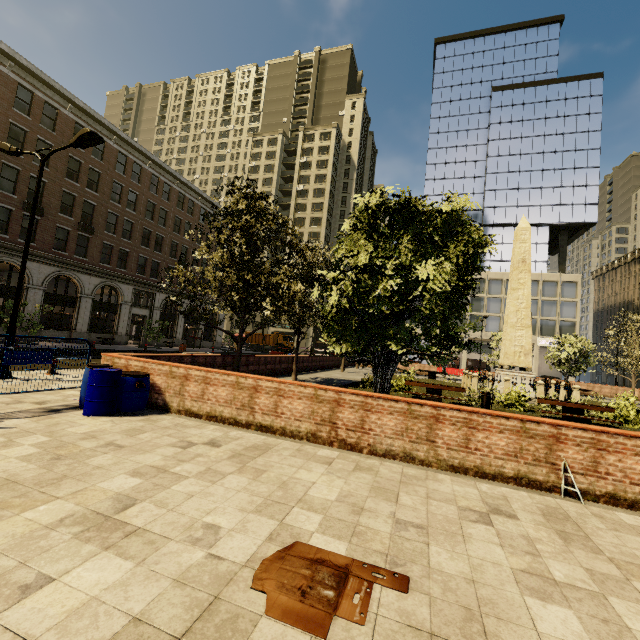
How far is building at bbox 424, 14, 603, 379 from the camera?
50.0m

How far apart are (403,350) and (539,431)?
2.74m

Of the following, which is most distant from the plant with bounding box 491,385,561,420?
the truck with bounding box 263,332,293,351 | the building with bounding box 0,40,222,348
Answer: the building with bounding box 0,40,222,348

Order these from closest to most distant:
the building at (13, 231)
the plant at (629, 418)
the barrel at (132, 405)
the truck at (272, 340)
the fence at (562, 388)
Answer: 1. the barrel at (132, 405)
2. the plant at (629, 418)
3. the fence at (562, 388)
4. the building at (13, 231)
5. the truck at (272, 340)

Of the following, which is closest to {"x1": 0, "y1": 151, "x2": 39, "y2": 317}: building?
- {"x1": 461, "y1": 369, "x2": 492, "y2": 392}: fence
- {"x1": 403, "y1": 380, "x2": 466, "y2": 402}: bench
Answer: {"x1": 403, "y1": 380, "x2": 466, "y2": 402}: bench

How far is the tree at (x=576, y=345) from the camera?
29.4m

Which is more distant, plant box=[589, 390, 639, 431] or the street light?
Result: plant box=[589, 390, 639, 431]

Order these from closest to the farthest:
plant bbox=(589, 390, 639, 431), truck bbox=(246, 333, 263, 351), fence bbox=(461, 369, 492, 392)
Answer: plant bbox=(589, 390, 639, 431), fence bbox=(461, 369, 492, 392), truck bbox=(246, 333, 263, 351)
